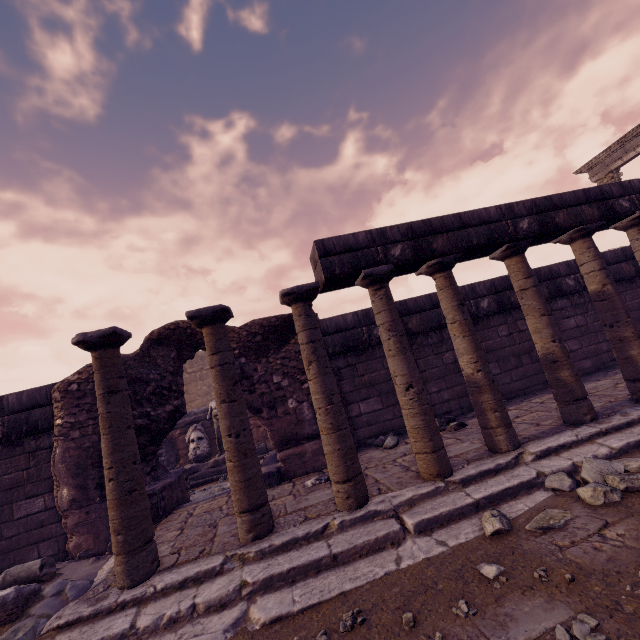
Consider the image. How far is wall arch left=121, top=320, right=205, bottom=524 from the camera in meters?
5.3 m

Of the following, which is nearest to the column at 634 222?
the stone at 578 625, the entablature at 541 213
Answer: the entablature at 541 213

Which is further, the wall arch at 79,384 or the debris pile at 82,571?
the wall arch at 79,384

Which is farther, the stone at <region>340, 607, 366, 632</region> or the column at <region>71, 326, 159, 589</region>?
the column at <region>71, 326, 159, 589</region>

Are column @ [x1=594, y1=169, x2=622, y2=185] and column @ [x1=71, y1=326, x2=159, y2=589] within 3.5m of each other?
no

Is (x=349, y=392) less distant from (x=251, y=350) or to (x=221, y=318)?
(x=251, y=350)

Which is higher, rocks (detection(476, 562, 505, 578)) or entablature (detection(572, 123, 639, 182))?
entablature (detection(572, 123, 639, 182))

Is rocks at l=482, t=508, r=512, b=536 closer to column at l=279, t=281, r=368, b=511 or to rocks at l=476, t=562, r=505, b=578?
rocks at l=476, t=562, r=505, b=578
